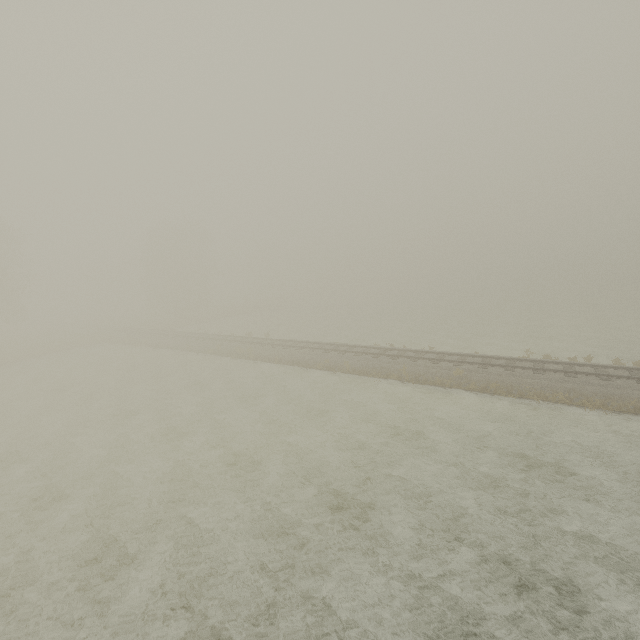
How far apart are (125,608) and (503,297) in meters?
62.5
